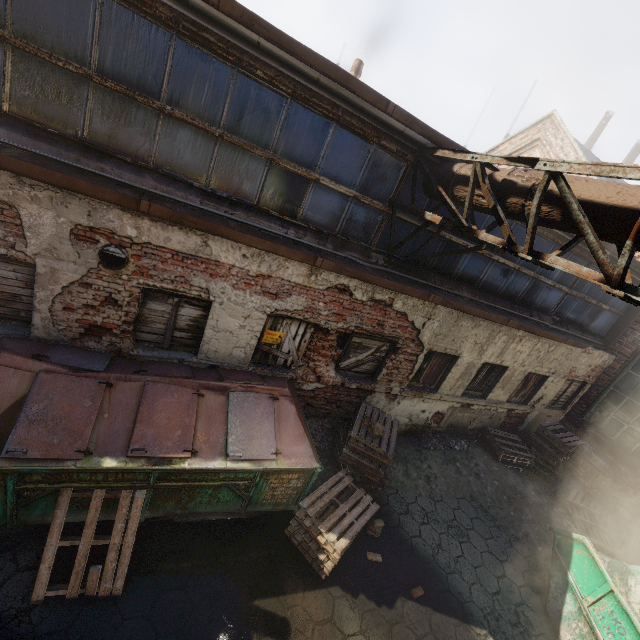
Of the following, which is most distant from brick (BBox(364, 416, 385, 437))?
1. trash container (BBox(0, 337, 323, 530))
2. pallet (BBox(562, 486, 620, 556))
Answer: pallet (BBox(562, 486, 620, 556))

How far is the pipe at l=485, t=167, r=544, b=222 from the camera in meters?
3.9 m

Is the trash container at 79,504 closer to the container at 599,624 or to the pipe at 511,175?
the pipe at 511,175

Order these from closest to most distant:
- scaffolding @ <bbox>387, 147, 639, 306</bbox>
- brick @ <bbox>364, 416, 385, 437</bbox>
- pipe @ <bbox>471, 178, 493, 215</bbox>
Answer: scaffolding @ <bbox>387, 147, 639, 306</bbox>, pipe @ <bbox>471, 178, 493, 215</bbox>, brick @ <bbox>364, 416, 385, 437</bbox>

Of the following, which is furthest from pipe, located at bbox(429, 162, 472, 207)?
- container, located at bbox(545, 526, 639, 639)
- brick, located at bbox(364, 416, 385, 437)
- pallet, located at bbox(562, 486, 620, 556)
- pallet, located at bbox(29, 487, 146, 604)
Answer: pallet, located at bbox(562, 486, 620, 556)

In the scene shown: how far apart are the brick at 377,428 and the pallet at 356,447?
0.8m

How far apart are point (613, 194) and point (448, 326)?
4.0 meters

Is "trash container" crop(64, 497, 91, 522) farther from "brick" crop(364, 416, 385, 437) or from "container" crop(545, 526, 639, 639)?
"container" crop(545, 526, 639, 639)
